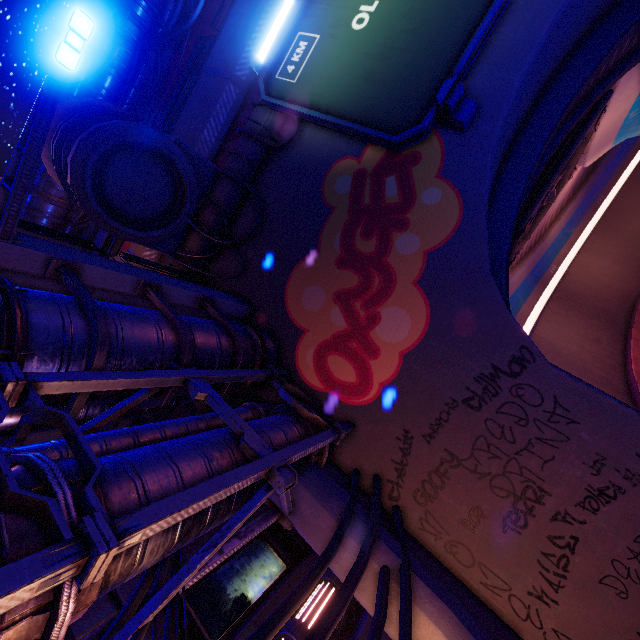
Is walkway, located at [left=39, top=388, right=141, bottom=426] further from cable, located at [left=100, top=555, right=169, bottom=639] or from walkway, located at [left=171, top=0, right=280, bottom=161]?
walkway, located at [left=171, top=0, right=280, bottom=161]

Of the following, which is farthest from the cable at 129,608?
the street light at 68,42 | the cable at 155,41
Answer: the cable at 155,41

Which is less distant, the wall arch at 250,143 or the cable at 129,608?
the cable at 129,608

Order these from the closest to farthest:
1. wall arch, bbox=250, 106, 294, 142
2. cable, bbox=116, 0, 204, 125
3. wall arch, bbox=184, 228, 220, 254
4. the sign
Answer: the sign < wall arch, bbox=250, 106, 294, 142 < wall arch, bbox=184, 228, 220, 254 < cable, bbox=116, 0, 204, 125

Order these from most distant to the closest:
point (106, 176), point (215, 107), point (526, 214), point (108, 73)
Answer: point (108, 73) < point (215, 107) < point (526, 214) < point (106, 176)

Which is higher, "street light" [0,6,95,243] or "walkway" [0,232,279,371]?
"street light" [0,6,95,243]

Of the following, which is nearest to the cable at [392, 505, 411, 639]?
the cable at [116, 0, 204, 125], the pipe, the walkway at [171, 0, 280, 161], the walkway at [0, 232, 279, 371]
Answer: the pipe

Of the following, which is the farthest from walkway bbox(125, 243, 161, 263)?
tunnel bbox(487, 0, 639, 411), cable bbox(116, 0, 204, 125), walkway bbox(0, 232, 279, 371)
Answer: cable bbox(116, 0, 204, 125)
